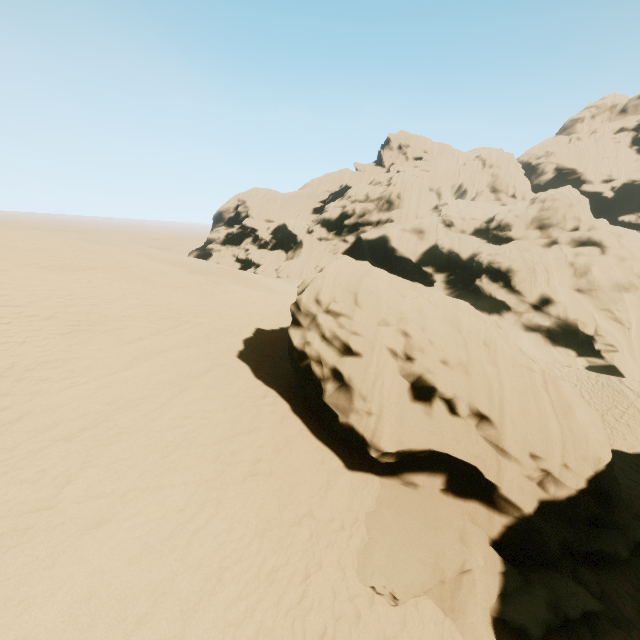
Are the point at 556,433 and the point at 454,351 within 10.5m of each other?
yes
